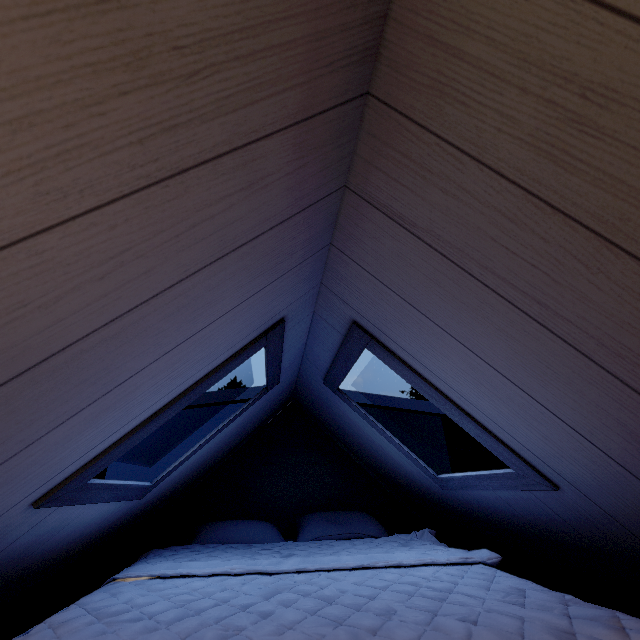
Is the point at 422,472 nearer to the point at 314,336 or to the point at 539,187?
the point at 314,336
